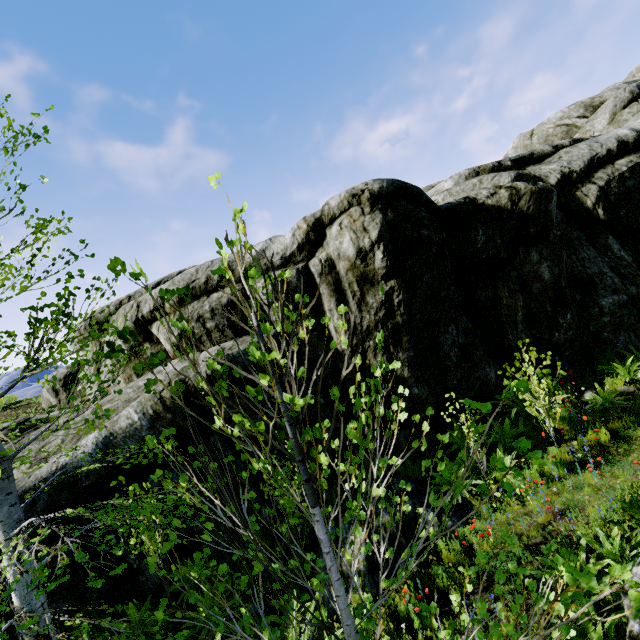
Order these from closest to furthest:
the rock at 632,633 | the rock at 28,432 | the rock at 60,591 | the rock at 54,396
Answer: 1. the rock at 632,633
2. the rock at 60,591
3. the rock at 28,432
4. the rock at 54,396

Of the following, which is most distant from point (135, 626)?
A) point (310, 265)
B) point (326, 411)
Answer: point (310, 265)

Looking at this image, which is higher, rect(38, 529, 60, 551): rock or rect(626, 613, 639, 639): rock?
rect(38, 529, 60, 551): rock

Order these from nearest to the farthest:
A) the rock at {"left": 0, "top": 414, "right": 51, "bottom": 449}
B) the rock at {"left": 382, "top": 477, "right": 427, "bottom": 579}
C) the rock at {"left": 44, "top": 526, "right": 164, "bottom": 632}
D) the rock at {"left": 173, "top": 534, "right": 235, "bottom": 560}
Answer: the rock at {"left": 44, "top": 526, "right": 164, "bottom": 632}
the rock at {"left": 382, "top": 477, "right": 427, "bottom": 579}
the rock at {"left": 173, "top": 534, "right": 235, "bottom": 560}
the rock at {"left": 0, "top": 414, "right": 51, "bottom": 449}

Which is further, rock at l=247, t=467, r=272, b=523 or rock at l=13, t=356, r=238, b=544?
rock at l=247, t=467, r=272, b=523

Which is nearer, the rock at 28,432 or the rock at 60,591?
the rock at 60,591
